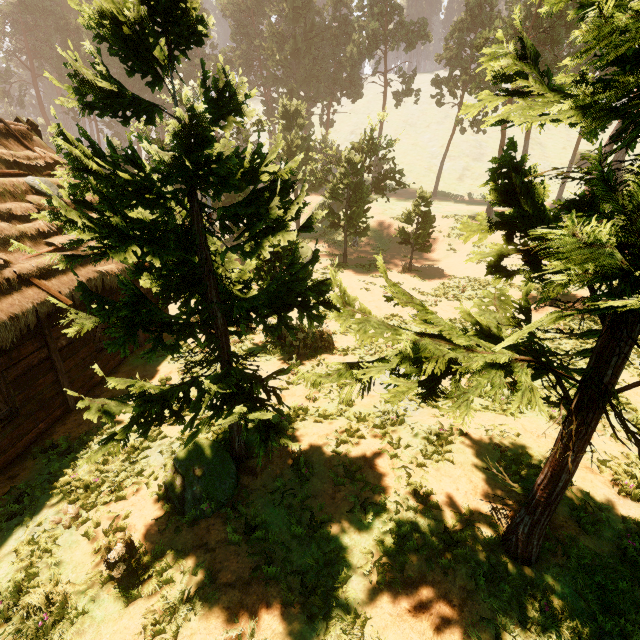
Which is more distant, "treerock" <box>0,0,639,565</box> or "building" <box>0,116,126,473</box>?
"building" <box>0,116,126,473</box>

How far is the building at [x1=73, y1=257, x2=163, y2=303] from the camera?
9.5 meters

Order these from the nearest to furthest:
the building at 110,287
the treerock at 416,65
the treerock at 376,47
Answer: the treerock at 376,47
the building at 110,287
the treerock at 416,65

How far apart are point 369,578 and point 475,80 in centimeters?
5006cm

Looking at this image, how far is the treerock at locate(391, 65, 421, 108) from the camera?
42.5 meters

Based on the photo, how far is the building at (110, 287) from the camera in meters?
9.5

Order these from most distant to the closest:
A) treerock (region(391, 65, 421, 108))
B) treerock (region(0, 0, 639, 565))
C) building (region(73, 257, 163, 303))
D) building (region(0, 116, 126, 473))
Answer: treerock (region(391, 65, 421, 108)), building (region(73, 257, 163, 303)), building (region(0, 116, 126, 473)), treerock (region(0, 0, 639, 565))

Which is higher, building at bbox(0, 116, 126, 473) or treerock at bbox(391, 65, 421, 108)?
treerock at bbox(391, 65, 421, 108)
